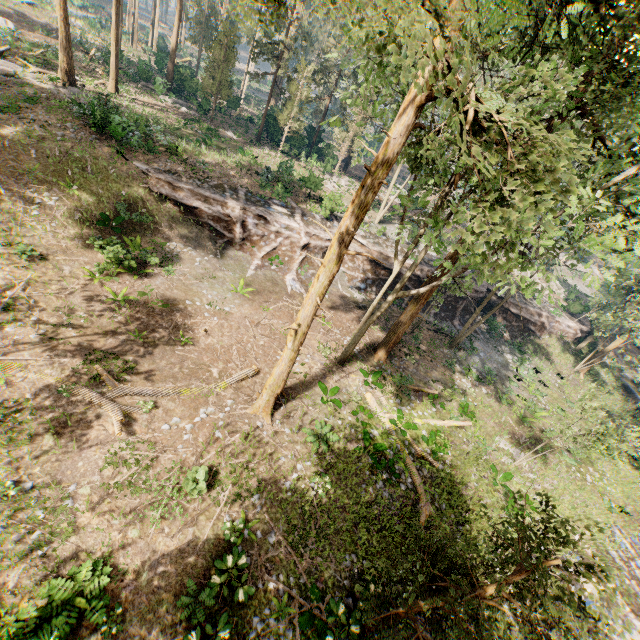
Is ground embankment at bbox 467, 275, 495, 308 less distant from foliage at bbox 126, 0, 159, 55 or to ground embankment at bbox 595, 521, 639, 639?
foliage at bbox 126, 0, 159, 55

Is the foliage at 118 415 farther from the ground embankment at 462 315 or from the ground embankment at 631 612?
the ground embankment at 462 315

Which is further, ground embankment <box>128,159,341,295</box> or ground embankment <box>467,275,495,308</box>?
ground embankment <box>467,275,495,308</box>

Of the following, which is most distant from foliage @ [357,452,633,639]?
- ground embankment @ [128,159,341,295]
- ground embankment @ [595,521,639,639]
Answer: ground embankment @ [128,159,341,295]

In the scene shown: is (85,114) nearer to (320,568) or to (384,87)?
(320,568)

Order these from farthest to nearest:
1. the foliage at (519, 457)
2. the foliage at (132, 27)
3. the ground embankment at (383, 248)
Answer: the foliage at (132, 27), the ground embankment at (383, 248), the foliage at (519, 457)
